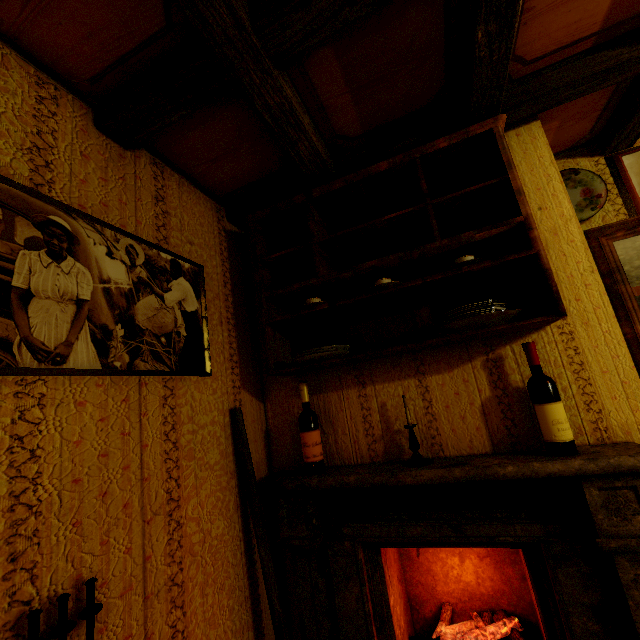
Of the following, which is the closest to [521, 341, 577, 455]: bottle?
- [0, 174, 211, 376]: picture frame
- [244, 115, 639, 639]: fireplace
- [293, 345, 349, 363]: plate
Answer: [244, 115, 639, 639]: fireplace

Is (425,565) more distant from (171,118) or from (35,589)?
(171,118)

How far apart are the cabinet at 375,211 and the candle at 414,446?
0.22m

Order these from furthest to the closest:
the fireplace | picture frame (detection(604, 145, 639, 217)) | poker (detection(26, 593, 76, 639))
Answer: picture frame (detection(604, 145, 639, 217)) < the fireplace < poker (detection(26, 593, 76, 639))

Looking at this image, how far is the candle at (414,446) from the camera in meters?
1.5

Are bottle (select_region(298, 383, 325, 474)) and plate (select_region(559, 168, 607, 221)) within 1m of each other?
no

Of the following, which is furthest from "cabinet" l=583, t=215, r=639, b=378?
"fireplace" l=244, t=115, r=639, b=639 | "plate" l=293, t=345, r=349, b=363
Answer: "plate" l=293, t=345, r=349, b=363

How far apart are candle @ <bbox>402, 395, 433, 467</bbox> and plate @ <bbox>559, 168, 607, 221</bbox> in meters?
1.5 m
